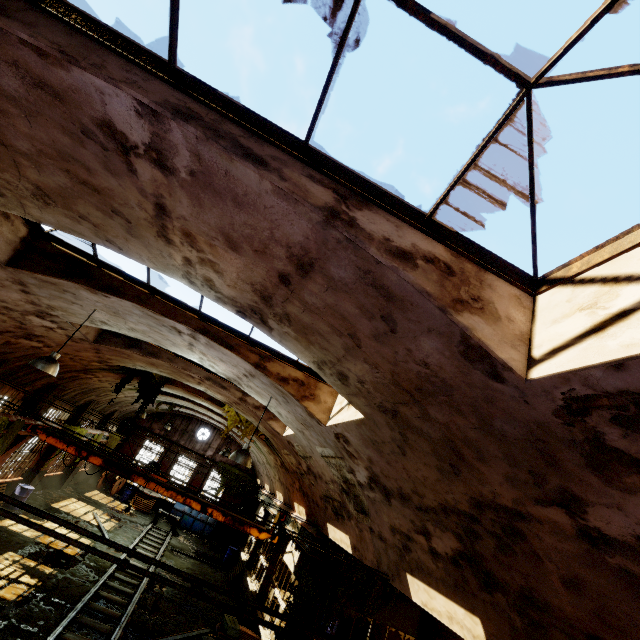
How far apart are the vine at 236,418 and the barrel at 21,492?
9.8m

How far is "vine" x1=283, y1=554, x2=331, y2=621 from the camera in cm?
1066

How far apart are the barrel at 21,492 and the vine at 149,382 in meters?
7.2 m

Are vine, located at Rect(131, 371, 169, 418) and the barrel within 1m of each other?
no

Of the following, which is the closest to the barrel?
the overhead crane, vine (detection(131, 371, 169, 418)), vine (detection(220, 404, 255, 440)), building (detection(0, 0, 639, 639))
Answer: building (detection(0, 0, 639, 639))

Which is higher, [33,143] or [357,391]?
[33,143]

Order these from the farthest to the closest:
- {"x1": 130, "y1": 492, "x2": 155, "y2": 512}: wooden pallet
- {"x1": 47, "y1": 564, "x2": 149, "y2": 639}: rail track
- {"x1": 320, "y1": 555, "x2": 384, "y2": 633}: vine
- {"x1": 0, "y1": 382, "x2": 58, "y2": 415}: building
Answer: {"x1": 130, "y1": 492, "x2": 155, "y2": 512}: wooden pallet < {"x1": 0, "y1": 382, "x2": 58, "y2": 415}: building < {"x1": 320, "y1": 555, "x2": 384, "y2": 633}: vine < {"x1": 47, "y1": 564, "x2": 149, "y2": 639}: rail track

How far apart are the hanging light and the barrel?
13.6 meters
